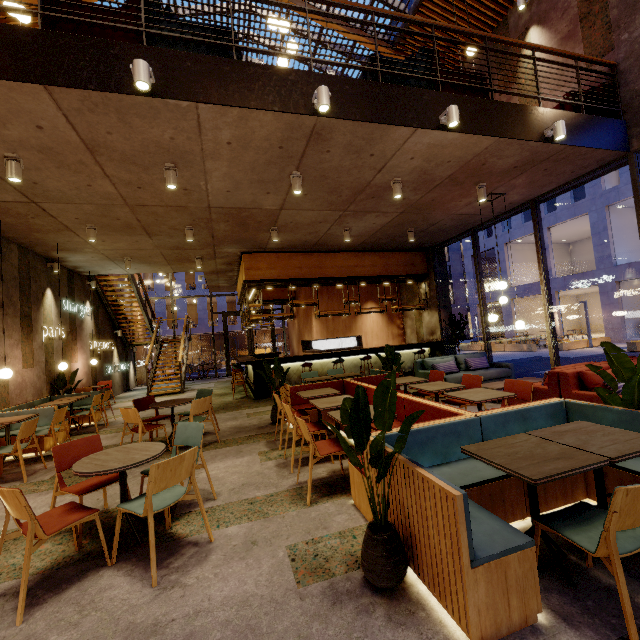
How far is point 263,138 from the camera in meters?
4.6

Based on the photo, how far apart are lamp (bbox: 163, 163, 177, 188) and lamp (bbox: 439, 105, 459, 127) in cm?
406

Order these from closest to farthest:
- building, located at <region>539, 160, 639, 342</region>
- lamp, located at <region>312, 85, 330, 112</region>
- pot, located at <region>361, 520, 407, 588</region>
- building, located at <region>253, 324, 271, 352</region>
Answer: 1. pot, located at <region>361, 520, 407, 588</region>
2. lamp, located at <region>312, 85, 330, 112</region>
3. building, located at <region>539, 160, 639, 342</region>
4. building, located at <region>253, 324, 271, 352</region>

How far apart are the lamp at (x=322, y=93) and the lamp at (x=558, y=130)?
3.76m

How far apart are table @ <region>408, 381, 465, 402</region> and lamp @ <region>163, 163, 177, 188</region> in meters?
5.0 m

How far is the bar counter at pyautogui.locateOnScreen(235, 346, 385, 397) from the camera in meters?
10.0

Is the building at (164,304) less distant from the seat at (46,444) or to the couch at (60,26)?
the seat at (46,444)

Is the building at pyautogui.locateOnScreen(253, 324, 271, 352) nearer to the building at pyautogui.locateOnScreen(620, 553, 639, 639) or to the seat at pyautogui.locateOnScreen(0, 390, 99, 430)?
the building at pyautogui.locateOnScreen(620, 553, 639, 639)
